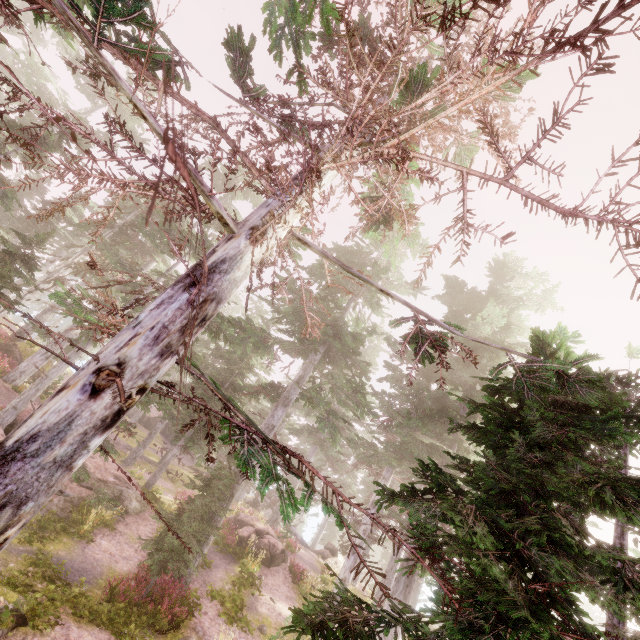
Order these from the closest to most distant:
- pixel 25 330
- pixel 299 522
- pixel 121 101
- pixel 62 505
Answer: pixel 25 330 → pixel 62 505 → pixel 121 101 → pixel 299 522

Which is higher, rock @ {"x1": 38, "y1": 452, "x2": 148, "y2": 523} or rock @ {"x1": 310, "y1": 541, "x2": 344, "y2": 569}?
rock @ {"x1": 310, "y1": 541, "x2": 344, "y2": 569}

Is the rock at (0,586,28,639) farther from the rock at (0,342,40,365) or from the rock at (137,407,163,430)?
the rock at (137,407,163,430)

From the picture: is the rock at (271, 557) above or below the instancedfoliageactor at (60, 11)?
below

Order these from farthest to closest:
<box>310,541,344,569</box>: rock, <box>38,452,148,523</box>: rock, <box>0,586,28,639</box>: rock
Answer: <box>310,541,344,569</box>: rock
<box>38,452,148,523</box>: rock
<box>0,586,28,639</box>: rock

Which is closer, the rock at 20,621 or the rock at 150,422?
the rock at 20,621

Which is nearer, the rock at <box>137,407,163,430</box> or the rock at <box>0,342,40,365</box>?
the rock at <box>0,342,40,365</box>

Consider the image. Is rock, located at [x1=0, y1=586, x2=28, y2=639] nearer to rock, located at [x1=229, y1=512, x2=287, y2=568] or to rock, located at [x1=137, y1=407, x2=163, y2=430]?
rock, located at [x1=229, y1=512, x2=287, y2=568]
